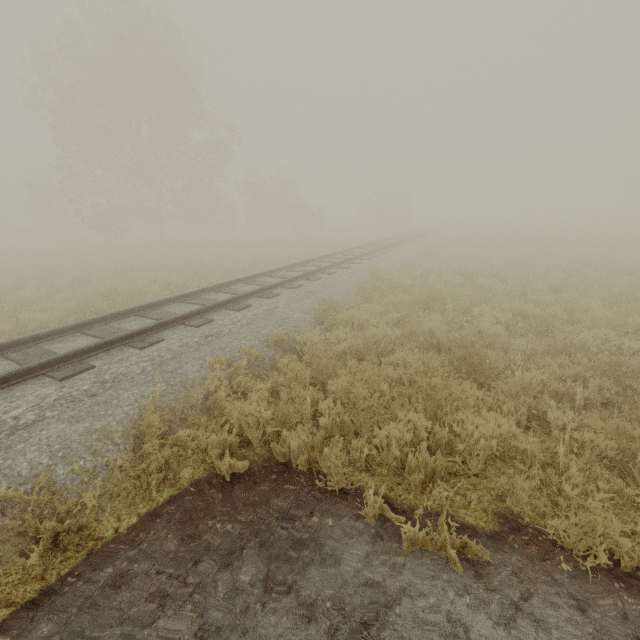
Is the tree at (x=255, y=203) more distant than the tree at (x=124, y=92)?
Yes

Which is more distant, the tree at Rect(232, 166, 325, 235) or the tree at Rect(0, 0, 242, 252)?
the tree at Rect(232, 166, 325, 235)

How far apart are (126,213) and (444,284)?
27.17m

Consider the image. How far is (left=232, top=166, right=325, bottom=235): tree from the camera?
35.44m

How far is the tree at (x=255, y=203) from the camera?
35.44m
